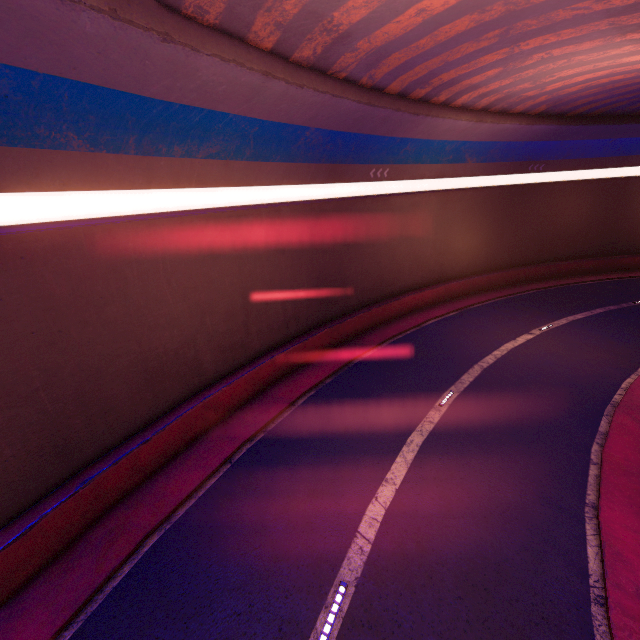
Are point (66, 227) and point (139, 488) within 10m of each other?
yes
